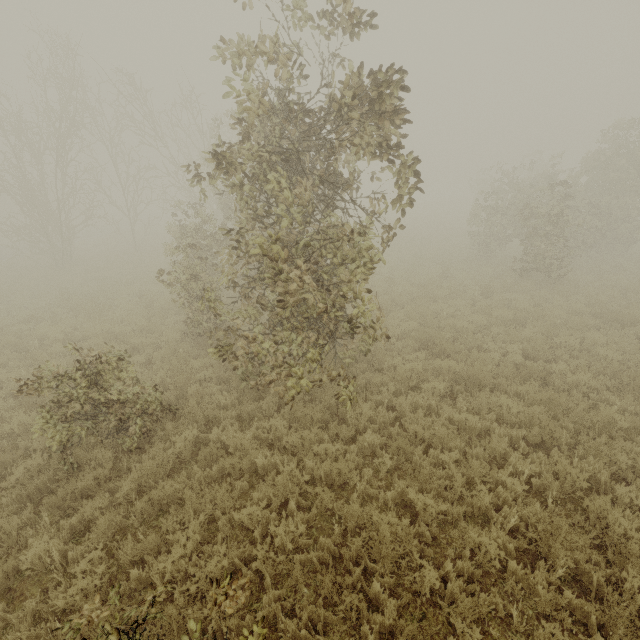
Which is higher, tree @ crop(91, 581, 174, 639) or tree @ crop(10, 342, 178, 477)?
tree @ crop(91, 581, 174, 639)

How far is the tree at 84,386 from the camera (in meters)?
5.41

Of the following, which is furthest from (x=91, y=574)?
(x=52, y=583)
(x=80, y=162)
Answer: (x=80, y=162)

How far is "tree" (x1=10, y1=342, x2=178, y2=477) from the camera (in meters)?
5.41

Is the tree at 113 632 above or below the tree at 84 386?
above

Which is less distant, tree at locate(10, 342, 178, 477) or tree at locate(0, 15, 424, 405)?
tree at locate(0, 15, 424, 405)
